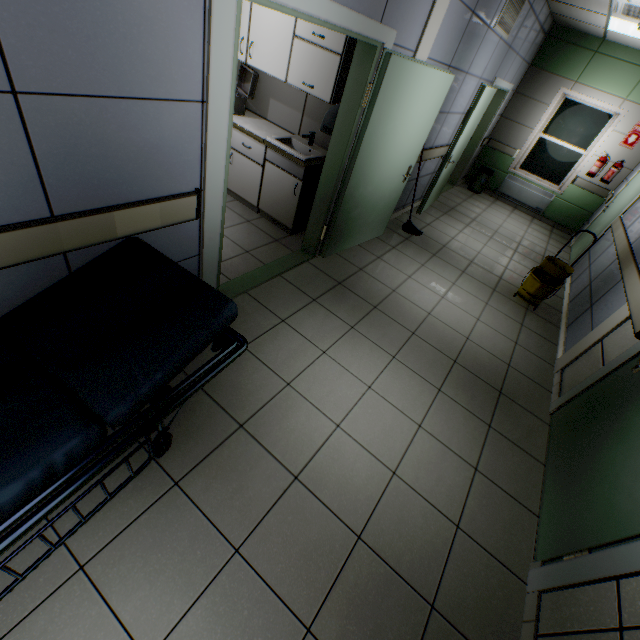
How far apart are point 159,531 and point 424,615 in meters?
1.5 m

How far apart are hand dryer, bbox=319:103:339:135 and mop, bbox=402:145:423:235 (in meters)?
1.81

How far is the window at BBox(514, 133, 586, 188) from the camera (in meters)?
7.33

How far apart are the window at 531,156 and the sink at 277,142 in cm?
668

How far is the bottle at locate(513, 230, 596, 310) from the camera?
4.3 meters

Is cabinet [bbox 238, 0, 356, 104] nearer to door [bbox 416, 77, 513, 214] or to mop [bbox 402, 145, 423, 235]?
mop [bbox 402, 145, 423, 235]

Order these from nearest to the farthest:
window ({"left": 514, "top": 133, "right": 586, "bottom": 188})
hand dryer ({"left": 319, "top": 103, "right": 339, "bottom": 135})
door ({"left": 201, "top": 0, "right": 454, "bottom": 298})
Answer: door ({"left": 201, "top": 0, "right": 454, "bottom": 298})
hand dryer ({"left": 319, "top": 103, "right": 339, "bottom": 135})
window ({"left": 514, "top": 133, "right": 586, "bottom": 188})

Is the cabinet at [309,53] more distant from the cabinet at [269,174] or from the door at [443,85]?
the cabinet at [269,174]
